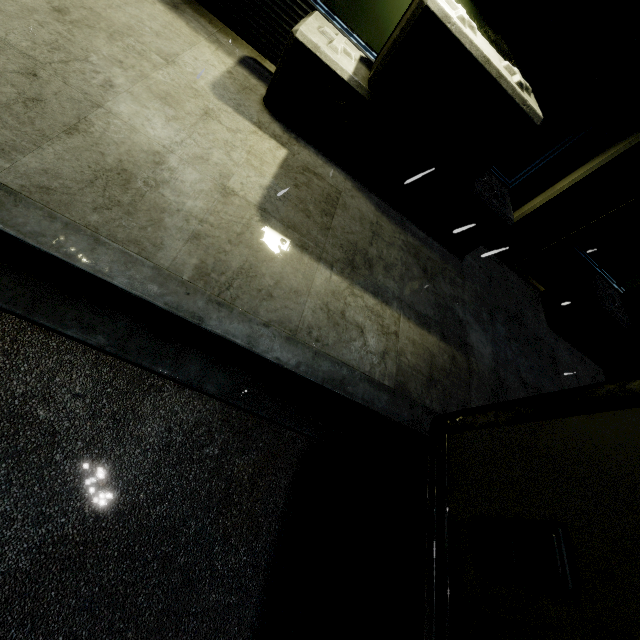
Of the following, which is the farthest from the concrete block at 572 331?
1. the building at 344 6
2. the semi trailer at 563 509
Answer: the semi trailer at 563 509

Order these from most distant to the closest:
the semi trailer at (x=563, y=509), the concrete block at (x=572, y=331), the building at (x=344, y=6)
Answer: the concrete block at (x=572, y=331) → the building at (x=344, y=6) → the semi trailer at (x=563, y=509)

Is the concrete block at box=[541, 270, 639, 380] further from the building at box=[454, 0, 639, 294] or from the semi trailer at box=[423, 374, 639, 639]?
the semi trailer at box=[423, 374, 639, 639]

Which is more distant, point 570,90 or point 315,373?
point 570,90

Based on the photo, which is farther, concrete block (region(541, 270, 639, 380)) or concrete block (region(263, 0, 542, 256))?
concrete block (region(541, 270, 639, 380))

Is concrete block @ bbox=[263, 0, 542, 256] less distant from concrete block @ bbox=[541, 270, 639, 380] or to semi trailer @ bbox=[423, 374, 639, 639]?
semi trailer @ bbox=[423, 374, 639, 639]

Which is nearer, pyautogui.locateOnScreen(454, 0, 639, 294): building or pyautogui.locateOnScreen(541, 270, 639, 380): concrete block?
pyautogui.locateOnScreen(454, 0, 639, 294): building

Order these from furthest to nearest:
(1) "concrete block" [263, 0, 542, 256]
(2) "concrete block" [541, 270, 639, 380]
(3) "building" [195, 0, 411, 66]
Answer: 1. (2) "concrete block" [541, 270, 639, 380]
2. (3) "building" [195, 0, 411, 66]
3. (1) "concrete block" [263, 0, 542, 256]
